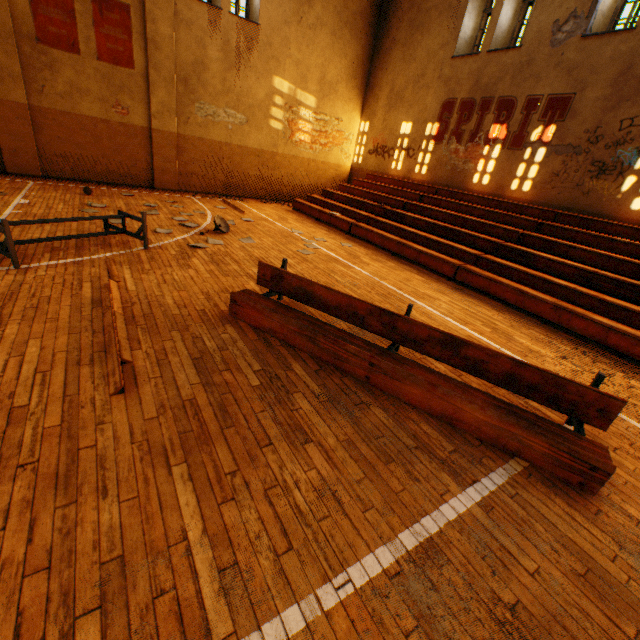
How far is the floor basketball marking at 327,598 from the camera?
1.61m

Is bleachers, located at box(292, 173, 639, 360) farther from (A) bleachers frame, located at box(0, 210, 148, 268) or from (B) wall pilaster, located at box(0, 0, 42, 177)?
(B) wall pilaster, located at box(0, 0, 42, 177)

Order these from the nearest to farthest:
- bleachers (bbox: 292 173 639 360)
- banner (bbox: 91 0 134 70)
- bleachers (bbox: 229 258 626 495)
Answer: bleachers (bbox: 229 258 626 495) → bleachers (bbox: 292 173 639 360) → banner (bbox: 91 0 134 70)

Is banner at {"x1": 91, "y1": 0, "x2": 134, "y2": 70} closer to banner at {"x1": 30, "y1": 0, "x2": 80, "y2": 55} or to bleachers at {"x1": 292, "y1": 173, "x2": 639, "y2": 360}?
banner at {"x1": 30, "y1": 0, "x2": 80, "y2": 55}

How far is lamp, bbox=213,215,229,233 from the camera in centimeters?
764cm

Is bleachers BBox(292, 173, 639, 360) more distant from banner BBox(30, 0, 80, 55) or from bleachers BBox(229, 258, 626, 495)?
banner BBox(30, 0, 80, 55)

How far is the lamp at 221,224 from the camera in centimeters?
764cm

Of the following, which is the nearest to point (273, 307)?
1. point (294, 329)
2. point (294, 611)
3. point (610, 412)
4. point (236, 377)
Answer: point (294, 329)
